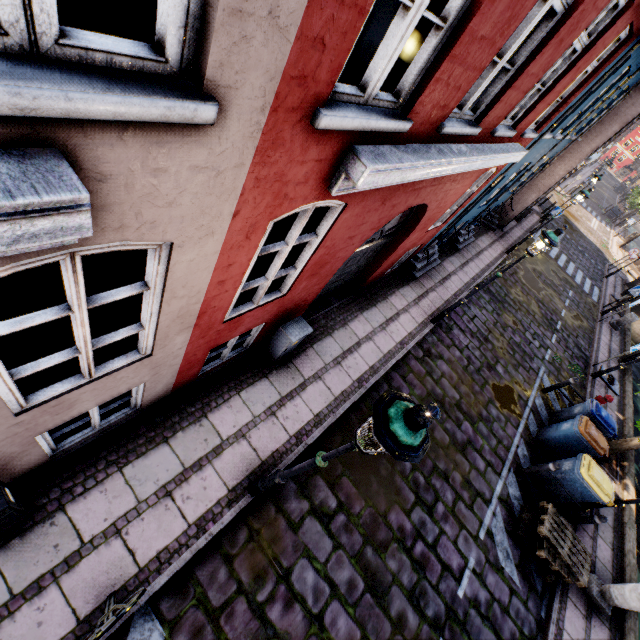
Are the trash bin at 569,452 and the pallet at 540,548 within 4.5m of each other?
yes

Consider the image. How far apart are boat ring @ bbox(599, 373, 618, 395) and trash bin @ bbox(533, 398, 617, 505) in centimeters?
611cm

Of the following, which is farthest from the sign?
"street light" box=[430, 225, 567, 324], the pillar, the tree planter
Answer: the tree planter

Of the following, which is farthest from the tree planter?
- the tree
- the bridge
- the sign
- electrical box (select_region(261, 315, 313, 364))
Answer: the bridge

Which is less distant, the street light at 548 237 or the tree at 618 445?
the street light at 548 237

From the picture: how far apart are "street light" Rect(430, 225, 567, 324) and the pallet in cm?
495

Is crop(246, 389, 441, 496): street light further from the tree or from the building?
the tree

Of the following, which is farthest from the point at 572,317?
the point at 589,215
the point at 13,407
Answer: the point at 589,215
